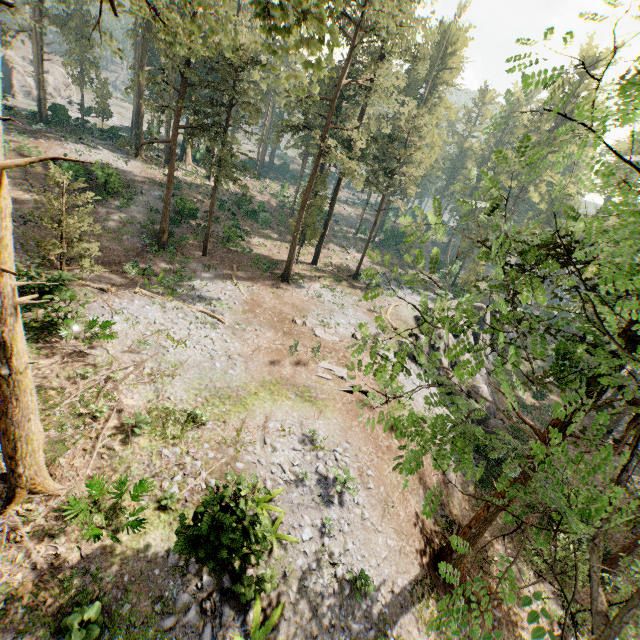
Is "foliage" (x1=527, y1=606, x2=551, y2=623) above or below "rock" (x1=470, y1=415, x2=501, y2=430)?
above

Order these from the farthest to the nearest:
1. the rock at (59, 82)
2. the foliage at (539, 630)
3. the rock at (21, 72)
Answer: the rock at (59, 82) < the rock at (21, 72) < the foliage at (539, 630)

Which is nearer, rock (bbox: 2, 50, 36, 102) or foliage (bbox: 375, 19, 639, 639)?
foliage (bbox: 375, 19, 639, 639)

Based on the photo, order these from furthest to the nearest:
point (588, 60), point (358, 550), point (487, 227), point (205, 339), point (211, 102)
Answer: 1. point (487, 227)
2. point (588, 60)
3. point (211, 102)
4. point (205, 339)
5. point (358, 550)

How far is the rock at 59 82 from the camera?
55.1 meters

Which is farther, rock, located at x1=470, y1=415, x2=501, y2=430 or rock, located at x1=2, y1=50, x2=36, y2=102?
rock, located at x1=2, y1=50, x2=36, y2=102

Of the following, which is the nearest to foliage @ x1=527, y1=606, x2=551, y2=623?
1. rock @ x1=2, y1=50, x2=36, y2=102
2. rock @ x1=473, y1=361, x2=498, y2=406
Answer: rock @ x1=473, y1=361, x2=498, y2=406
